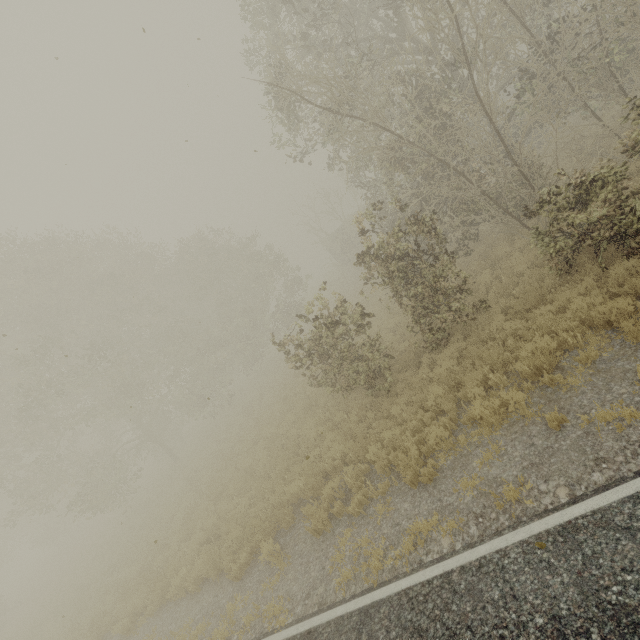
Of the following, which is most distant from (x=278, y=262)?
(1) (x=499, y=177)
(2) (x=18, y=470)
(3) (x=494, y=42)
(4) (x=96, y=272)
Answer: (2) (x=18, y=470)
